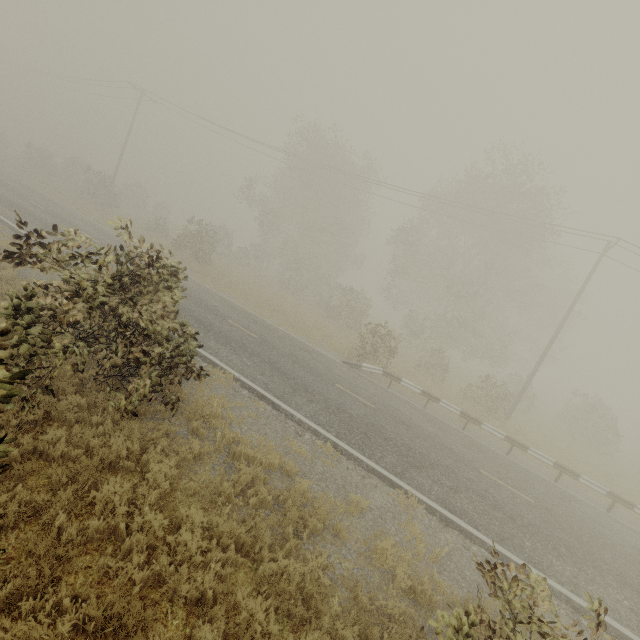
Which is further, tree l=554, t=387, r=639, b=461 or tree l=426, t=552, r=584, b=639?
tree l=554, t=387, r=639, b=461

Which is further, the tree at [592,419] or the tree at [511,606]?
the tree at [592,419]

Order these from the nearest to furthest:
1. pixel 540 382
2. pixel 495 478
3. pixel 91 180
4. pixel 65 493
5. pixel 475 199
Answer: pixel 65 493 < pixel 495 478 < pixel 475 199 < pixel 91 180 < pixel 540 382
